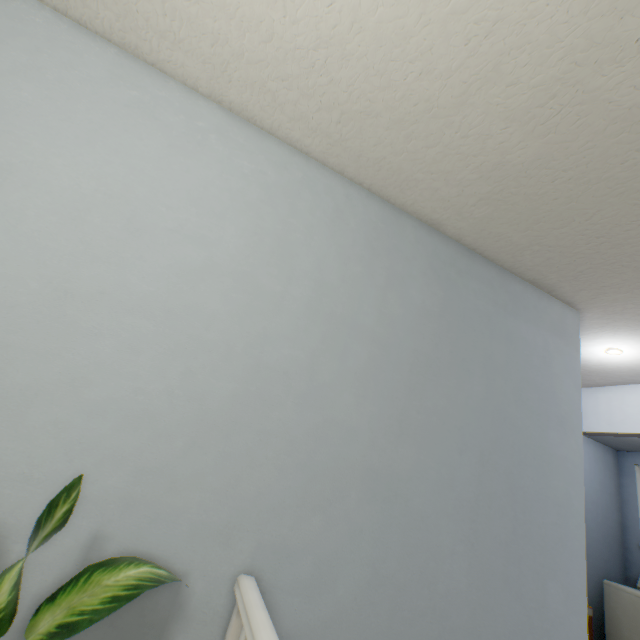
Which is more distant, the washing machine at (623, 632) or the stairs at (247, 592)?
the washing machine at (623, 632)

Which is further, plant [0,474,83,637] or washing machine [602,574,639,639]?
washing machine [602,574,639,639]

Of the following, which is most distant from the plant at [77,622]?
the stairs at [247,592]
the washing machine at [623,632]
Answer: the washing machine at [623,632]

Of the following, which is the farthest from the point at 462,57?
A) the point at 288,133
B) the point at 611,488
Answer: the point at 611,488

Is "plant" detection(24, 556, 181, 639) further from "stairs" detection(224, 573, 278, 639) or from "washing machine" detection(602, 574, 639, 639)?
"washing machine" detection(602, 574, 639, 639)

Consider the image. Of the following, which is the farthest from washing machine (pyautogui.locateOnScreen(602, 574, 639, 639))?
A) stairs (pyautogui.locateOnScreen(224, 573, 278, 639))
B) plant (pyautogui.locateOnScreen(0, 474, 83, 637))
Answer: plant (pyautogui.locateOnScreen(0, 474, 83, 637))
